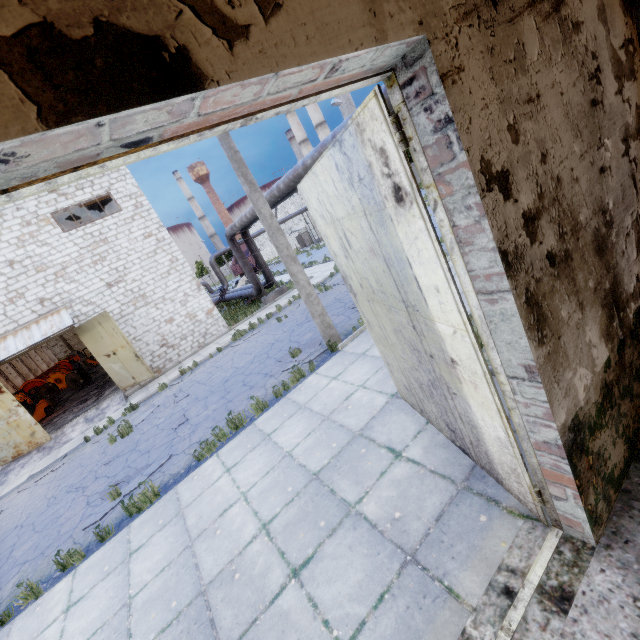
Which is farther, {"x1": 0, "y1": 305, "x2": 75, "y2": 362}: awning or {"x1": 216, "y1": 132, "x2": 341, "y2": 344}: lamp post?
{"x1": 0, "y1": 305, "x2": 75, "y2": 362}: awning

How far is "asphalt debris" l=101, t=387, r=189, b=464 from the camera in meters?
10.2

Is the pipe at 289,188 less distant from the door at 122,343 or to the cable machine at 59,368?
the door at 122,343

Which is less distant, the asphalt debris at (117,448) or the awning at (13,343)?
the asphalt debris at (117,448)

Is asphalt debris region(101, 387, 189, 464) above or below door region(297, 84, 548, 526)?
below

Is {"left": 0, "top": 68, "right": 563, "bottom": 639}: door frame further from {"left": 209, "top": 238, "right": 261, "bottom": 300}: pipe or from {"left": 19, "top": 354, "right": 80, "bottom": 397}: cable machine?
{"left": 19, "top": 354, "right": 80, "bottom": 397}: cable machine

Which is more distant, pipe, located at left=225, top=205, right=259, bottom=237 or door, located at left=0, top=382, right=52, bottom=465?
pipe, located at left=225, top=205, right=259, bottom=237

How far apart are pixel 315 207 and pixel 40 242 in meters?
17.3
